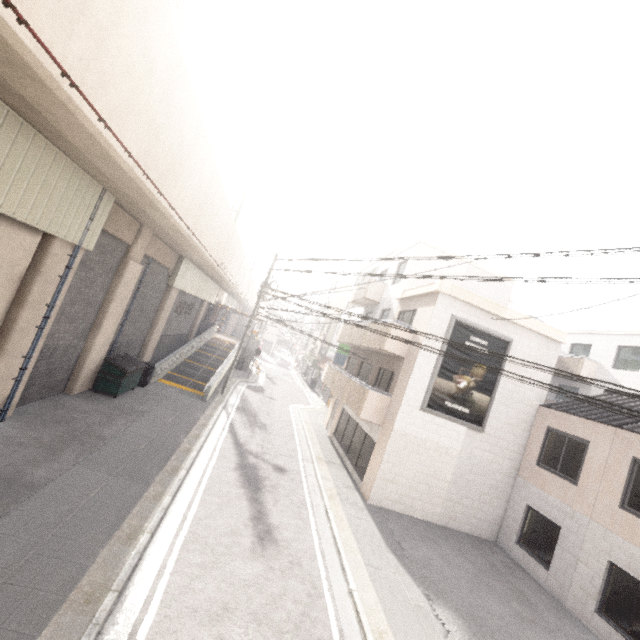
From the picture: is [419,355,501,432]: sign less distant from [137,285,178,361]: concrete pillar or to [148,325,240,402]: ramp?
[148,325,240,402]: ramp

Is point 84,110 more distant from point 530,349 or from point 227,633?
point 530,349

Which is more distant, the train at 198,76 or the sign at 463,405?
the sign at 463,405

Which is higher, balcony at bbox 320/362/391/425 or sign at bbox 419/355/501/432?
sign at bbox 419/355/501/432

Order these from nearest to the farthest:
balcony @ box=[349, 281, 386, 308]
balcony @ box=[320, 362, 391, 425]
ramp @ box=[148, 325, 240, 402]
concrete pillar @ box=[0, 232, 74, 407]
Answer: concrete pillar @ box=[0, 232, 74, 407] < balcony @ box=[320, 362, 391, 425] < ramp @ box=[148, 325, 240, 402] < balcony @ box=[349, 281, 386, 308]

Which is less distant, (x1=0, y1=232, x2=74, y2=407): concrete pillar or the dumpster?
(x1=0, y1=232, x2=74, y2=407): concrete pillar

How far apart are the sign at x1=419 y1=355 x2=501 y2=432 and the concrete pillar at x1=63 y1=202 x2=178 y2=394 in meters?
12.5 m

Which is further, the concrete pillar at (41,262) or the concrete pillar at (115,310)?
the concrete pillar at (115,310)
